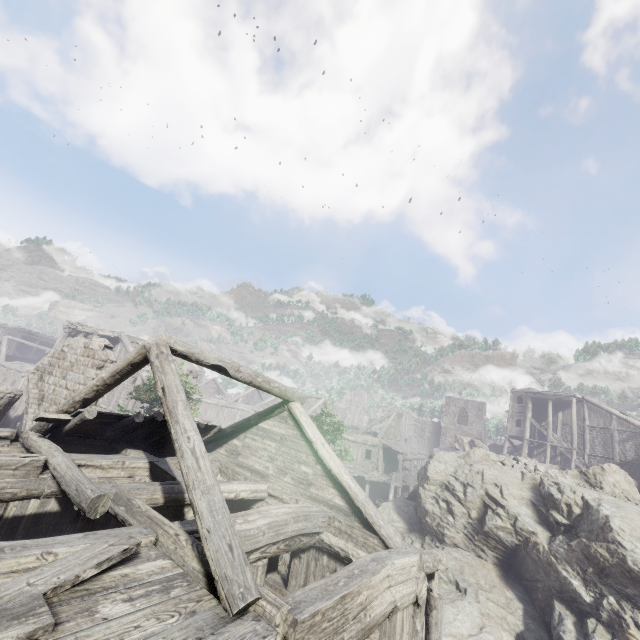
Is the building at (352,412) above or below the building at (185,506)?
above

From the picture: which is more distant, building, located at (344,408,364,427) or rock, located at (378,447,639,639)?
building, located at (344,408,364,427)

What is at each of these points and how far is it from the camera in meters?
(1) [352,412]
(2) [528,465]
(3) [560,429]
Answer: (1) building, 56.2
(2) rubble, 16.7
(3) building, 36.1

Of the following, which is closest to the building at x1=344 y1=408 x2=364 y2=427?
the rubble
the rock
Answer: the rock

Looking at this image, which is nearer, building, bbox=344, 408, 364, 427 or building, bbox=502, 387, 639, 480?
building, bbox=502, 387, 639, 480

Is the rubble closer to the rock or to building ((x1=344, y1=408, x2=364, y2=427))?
the rock

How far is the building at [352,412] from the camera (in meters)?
55.28
